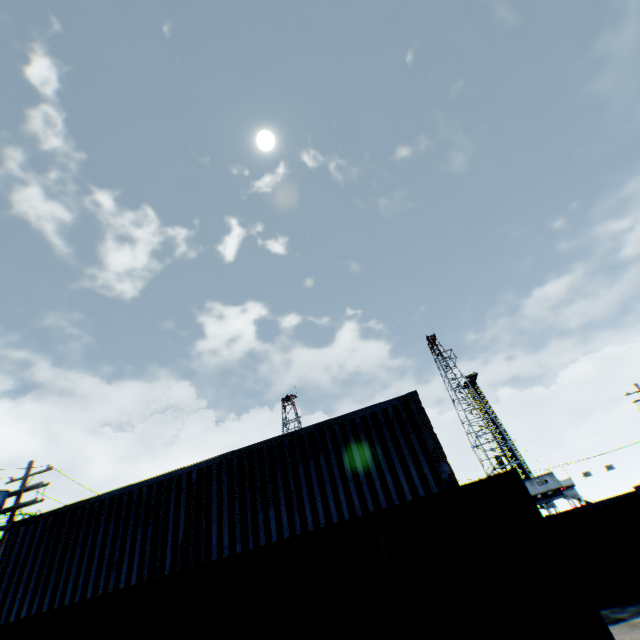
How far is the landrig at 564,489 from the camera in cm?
3972

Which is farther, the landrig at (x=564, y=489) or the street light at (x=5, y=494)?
the landrig at (x=564, y=489)

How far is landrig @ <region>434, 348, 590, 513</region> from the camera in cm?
3972

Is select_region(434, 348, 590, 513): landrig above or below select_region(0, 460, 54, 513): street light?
below

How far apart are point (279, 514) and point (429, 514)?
5.44m

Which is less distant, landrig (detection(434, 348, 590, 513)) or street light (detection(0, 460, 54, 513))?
street light (detection(0, 460, 54, 513))
